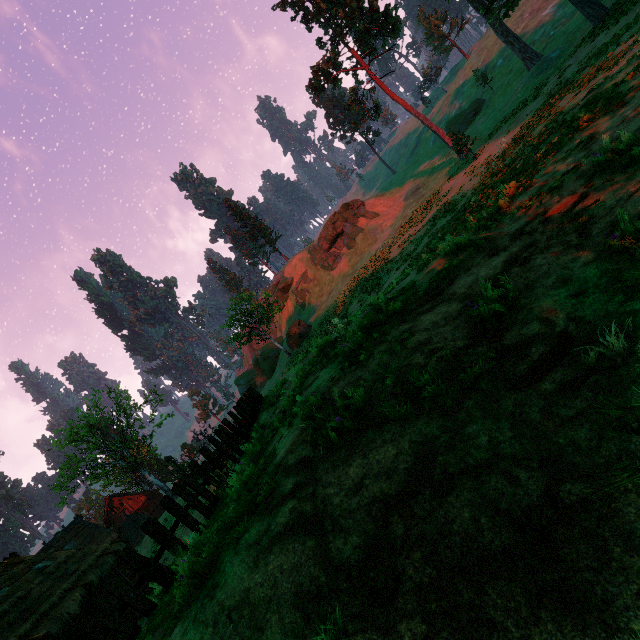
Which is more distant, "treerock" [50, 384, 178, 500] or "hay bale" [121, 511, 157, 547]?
"hay bale" [121, 511, 157, 547]

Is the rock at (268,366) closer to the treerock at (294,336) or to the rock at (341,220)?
the treerock at (294,336)

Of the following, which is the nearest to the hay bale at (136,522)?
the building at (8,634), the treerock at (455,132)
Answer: the building at (8,634)

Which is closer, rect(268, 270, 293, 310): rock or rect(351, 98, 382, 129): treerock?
rect(351, 98, 382, 129): treerock

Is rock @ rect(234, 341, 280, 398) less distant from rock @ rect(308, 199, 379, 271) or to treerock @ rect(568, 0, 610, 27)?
treerock @ rect(568, 0, 610, 27)

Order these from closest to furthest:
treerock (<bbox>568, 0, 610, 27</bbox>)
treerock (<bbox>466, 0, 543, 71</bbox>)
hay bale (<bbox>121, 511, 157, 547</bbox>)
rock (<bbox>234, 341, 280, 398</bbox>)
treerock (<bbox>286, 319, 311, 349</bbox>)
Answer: treerock (<bbox>568, 0, 610, 27</bbox>), treerock (<bbox>466, 0, 543, 71</bbox>), hay bale (<bbox>121, 511, 157, 547</bbox>), treerock (<bbox>286, 319, 311, 349</bbox>), rock (<bbox>234, 341, 280, 398</bbox>)

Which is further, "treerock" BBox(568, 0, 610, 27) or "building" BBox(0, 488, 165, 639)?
"treerock" BBox(568, 0, 610, 27)

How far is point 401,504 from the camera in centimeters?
287cm
